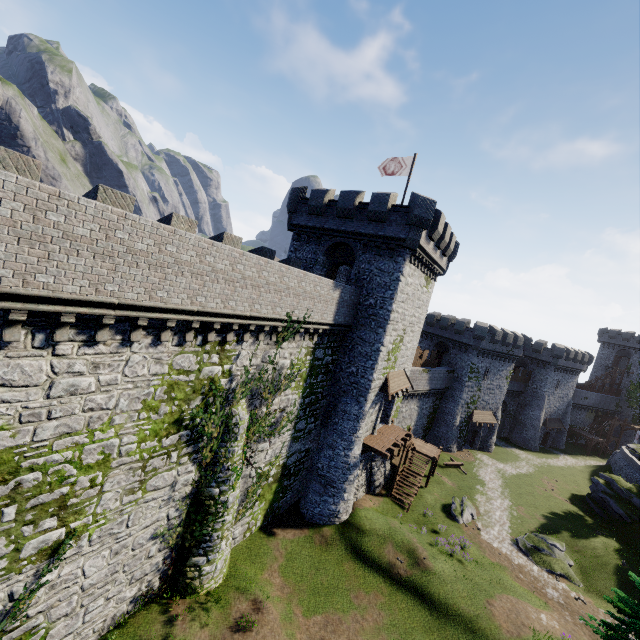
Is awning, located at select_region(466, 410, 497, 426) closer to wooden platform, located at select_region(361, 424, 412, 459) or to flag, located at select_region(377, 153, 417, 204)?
wooden platform, located at select_region(361, 424, 412, 459)

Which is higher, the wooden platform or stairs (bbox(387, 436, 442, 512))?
the wooden platform

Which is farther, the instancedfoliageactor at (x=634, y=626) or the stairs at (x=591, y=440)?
the stairs at (x=591, y=440)

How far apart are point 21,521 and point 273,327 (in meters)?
10.79

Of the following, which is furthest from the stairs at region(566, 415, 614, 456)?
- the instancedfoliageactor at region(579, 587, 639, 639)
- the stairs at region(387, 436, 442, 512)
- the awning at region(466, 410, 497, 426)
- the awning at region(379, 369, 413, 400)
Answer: the instancedfoliageactor at region(579, 587, 639, 639)

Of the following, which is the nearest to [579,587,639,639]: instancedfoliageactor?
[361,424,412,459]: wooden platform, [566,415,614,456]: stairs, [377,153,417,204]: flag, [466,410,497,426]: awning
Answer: [361,424,412,459]: wooden platform

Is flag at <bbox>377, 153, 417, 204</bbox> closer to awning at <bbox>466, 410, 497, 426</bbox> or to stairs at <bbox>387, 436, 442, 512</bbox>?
stairs at <bbox>387, 436, 442, 512</bbox>

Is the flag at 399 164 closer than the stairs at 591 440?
Yes
